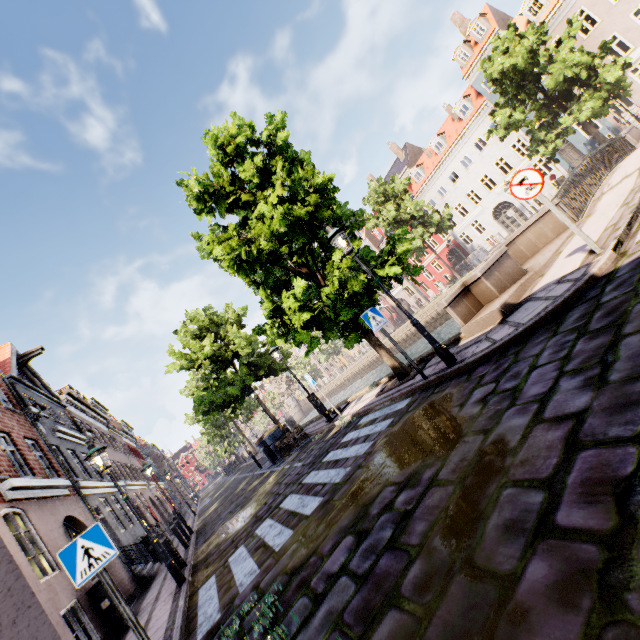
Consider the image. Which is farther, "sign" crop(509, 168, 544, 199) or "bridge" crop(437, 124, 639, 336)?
"bridge" crop(437, 124, 639, 336)

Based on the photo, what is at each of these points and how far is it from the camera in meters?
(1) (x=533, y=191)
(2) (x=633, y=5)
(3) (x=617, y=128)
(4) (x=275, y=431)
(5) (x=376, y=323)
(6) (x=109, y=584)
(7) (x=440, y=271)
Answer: (1) sign, 5.7
(2) building, 21.4
(3) building, 24.8
(4) trash bin, 15.3
(5) sign, 7.0
(6) sign pole, 4.0
(7) building, 43.1

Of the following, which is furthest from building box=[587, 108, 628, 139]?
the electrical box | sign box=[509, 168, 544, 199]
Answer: the electrical box

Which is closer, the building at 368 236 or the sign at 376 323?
the sign at 376 323

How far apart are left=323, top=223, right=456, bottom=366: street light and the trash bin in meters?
10.9

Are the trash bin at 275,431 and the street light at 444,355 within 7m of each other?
no

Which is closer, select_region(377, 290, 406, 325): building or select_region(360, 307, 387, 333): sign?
select_region(360, 307, 387, 333): sign

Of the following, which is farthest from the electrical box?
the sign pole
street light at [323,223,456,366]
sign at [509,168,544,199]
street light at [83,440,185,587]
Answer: sign at [509,168,544,199]
